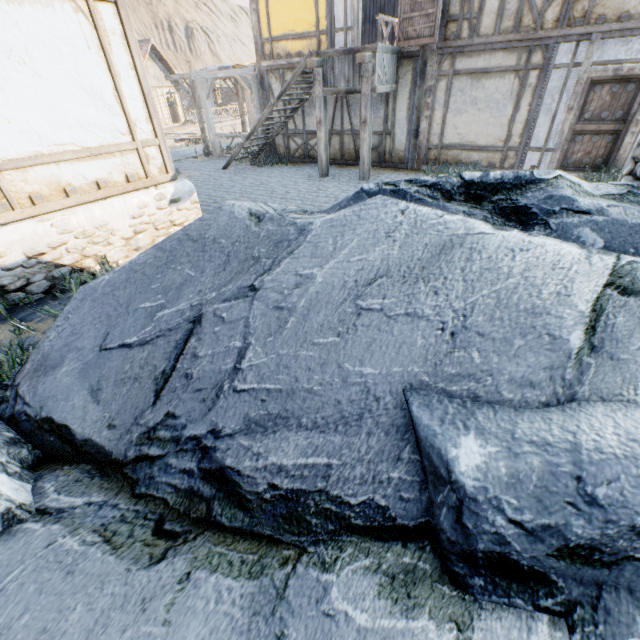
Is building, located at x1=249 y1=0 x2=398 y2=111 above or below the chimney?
above

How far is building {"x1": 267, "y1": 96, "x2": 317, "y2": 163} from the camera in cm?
1105

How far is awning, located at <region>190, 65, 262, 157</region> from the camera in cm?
1160

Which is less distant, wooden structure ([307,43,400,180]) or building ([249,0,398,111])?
wooden structure ([307,43,400,180])

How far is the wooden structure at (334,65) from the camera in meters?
7.9 m

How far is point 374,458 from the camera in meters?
1.8 m

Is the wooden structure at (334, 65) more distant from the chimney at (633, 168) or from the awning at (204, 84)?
the chimney at (633, 168)

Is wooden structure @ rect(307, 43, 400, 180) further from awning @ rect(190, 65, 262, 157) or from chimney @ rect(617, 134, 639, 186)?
chimney @ rect(617, 134, 639, 186)
